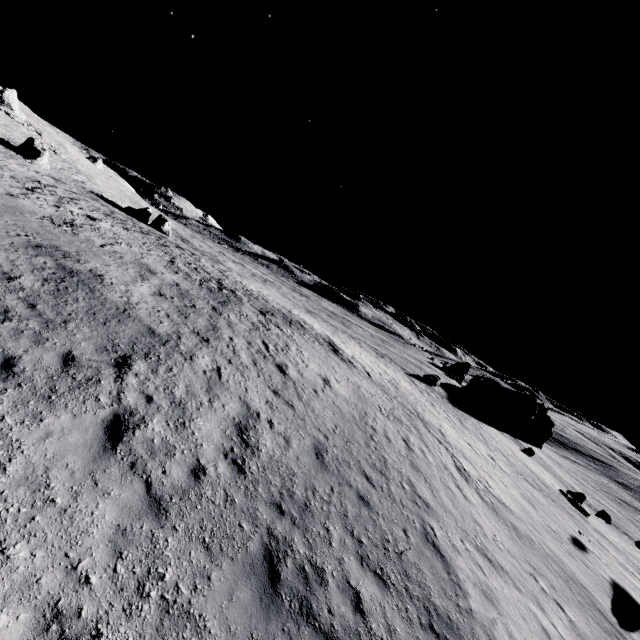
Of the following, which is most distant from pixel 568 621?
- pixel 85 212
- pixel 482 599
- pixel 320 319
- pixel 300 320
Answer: pixel 320 319

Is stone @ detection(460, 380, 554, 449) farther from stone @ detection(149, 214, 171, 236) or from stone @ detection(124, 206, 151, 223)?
stone @ detection(124, 206, 151, 223)

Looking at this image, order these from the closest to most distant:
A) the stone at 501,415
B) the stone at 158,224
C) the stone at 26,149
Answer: the stone at 26,149, the stone at 158,224, the stone at 501,415

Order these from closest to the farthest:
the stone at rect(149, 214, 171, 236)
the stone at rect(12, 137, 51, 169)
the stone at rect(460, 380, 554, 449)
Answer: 1. the stone at rect(12, 137, 51, 169)
2. the stone at rect(149, 214, 171, 236)
3. the stone at rect(460, 380, 554, 449)

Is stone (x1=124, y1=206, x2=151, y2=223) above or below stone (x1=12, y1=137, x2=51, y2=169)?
below

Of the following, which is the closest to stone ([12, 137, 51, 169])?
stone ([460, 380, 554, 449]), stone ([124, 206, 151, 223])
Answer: stone ([124, 206, 151, 223])

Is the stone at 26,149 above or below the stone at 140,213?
above
